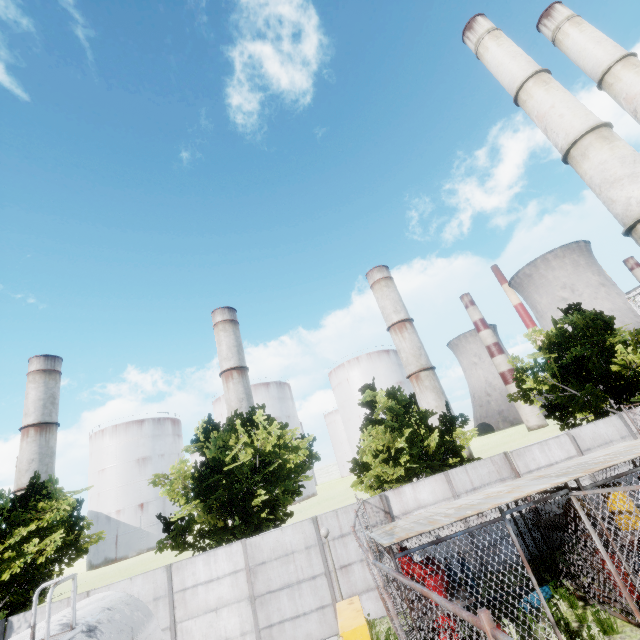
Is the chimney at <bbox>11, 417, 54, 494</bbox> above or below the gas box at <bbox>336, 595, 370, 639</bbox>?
above

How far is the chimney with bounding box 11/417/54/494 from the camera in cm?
5572

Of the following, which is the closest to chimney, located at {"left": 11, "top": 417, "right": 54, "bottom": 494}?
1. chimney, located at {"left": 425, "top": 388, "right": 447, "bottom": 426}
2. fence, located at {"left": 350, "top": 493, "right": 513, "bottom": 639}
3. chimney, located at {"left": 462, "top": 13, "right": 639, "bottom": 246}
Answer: A: chimney, located at {"left": 425, "top": 388, "right": 447, "bottom": 426}

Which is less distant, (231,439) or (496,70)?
(231,439)

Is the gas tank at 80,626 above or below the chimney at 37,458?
below

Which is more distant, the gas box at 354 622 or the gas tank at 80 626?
the gas box at 354 622

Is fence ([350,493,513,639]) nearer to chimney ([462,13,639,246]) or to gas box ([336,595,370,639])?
gas box ([336,595,370,639])

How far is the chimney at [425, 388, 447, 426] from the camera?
58.2 meters
